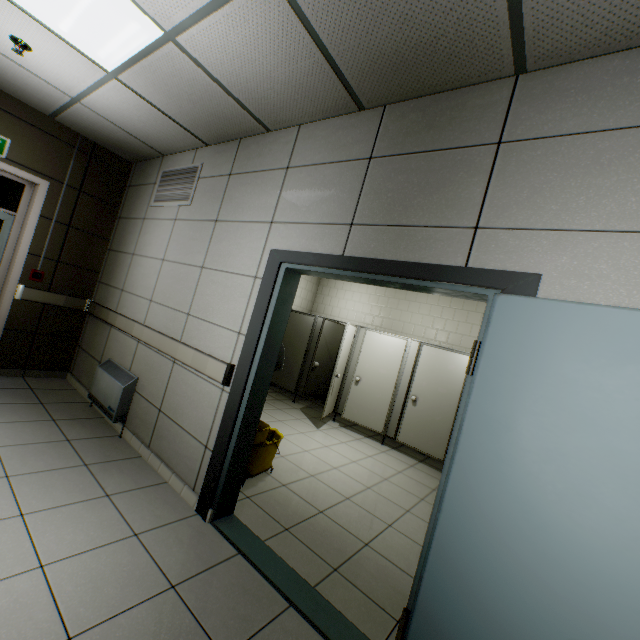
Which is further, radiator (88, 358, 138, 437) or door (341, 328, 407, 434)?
door (341, 328, 407, 434)

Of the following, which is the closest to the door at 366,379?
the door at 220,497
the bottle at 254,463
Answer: the bottle at 254,463

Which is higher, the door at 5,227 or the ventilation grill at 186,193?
the ventilation grill at 186,193

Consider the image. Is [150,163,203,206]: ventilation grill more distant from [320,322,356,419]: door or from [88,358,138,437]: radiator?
[320,322,356,419]: door

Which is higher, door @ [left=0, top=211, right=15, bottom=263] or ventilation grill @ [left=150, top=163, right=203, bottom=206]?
ventilation grill @ [left=150, top=163, right=203, bottom=206]

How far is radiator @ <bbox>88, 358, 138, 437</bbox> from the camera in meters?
3.4 m

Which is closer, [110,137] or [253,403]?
[253,403]

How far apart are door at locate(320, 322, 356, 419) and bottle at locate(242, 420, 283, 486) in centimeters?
197cm
